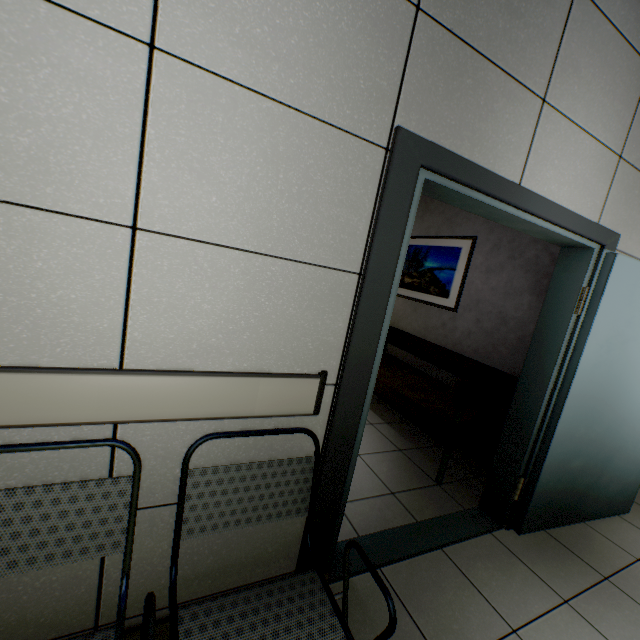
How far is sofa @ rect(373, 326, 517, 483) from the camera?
2.6 meters

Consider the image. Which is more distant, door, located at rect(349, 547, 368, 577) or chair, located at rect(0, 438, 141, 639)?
door, located at rect(349, 547, 368, 577)

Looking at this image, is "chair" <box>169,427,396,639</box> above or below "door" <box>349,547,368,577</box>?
above

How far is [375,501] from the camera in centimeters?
239cm

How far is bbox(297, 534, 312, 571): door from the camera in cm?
153

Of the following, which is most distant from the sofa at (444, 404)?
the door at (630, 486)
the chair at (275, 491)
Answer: the chair at (275, 491)

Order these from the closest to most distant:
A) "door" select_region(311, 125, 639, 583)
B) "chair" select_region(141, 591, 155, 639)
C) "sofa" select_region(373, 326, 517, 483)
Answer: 1. "chair" select_region(141, 591, 155, 639)
2. "door" select_region(311, 125, 639, 583)
3. "sofa" select_region(373, 326, 517, 483)

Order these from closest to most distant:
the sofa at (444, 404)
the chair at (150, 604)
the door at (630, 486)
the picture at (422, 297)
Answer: the chair at (150, 604) < the door at (630, 486) < the sofa at (444, 404) < the picture at (422, 297)
